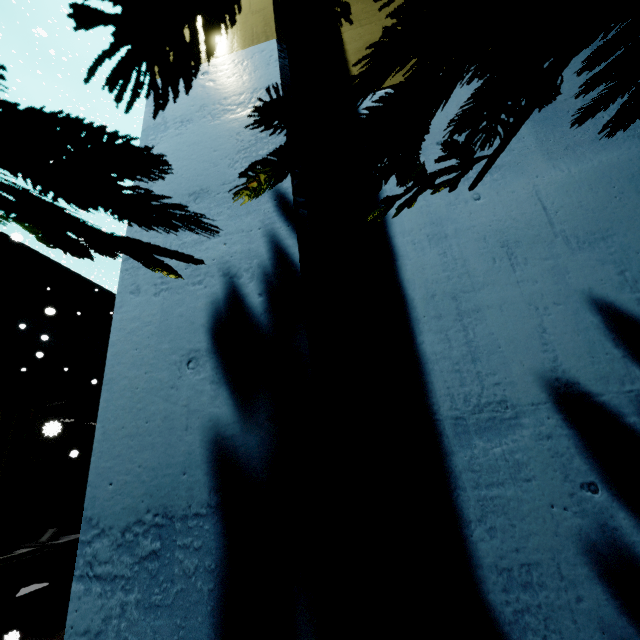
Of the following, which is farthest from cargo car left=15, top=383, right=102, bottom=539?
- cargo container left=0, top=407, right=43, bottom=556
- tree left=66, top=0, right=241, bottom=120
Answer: tree left=66, top=0, right=241, bottom=120

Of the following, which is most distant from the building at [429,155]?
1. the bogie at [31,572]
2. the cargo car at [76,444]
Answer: the bogie at [31,572]

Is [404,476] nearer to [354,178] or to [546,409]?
[546,409]

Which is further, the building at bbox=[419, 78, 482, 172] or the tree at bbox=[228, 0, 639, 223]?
the building at bbox=[419, 78, 482, 172]

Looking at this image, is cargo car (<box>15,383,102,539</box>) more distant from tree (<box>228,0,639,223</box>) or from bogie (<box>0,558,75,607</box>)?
tree (<box>228,0,639,223</box>)

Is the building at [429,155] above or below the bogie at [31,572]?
above

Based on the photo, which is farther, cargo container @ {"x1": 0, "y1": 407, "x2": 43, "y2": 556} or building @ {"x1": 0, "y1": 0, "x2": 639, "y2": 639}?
cargo container @ {"x1": 0, "y1": 407, "x2": 43, "y2": 556}

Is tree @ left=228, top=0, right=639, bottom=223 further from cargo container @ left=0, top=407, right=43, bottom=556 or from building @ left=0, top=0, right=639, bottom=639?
cargo container @ left=0, top=407, right=43, bottom=556
